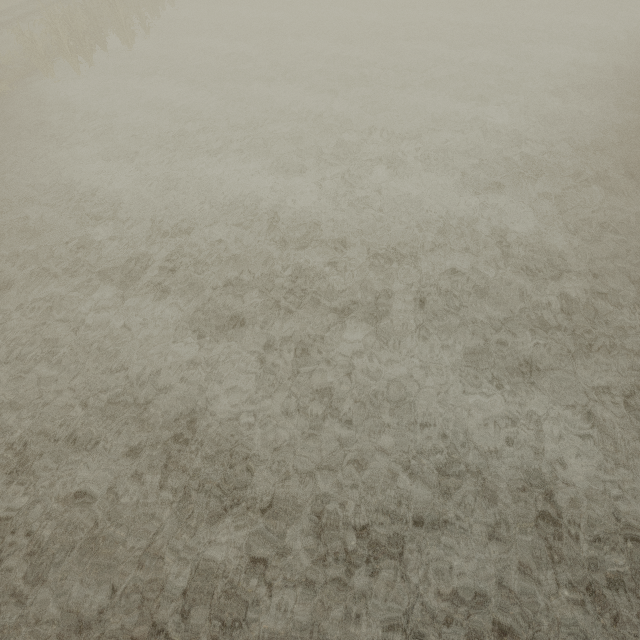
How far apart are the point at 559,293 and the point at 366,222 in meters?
4.1
